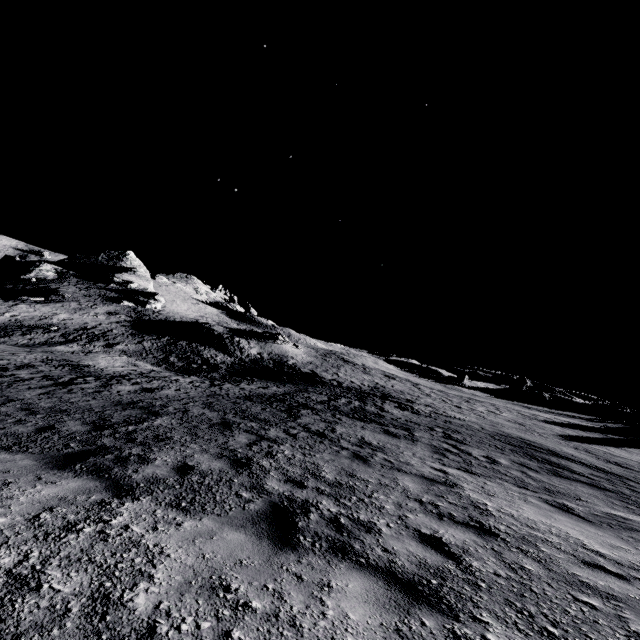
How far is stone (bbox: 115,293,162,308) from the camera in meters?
52.7

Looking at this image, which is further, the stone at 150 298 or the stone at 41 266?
the stone at 41 266

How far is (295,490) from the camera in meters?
5.2

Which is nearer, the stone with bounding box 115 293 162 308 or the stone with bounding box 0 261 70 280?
the stone with bounding box 115 293 162 308

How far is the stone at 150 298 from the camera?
52.7m
